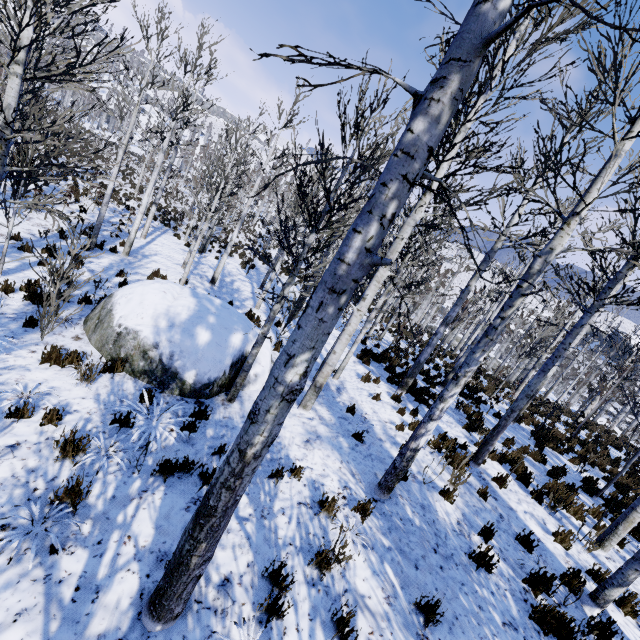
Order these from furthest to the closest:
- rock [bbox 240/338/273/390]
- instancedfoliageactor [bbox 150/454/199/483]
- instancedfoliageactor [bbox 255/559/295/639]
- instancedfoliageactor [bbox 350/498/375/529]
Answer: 1. rock [bbox 240/338/273/390]
2. instancedfoliageactor [bbox 350/498/375/529]
3. instancedfoliageactor [bbox 150/454/199/483]
4. instancedfoliageactor [bbox 255/559/295/639]

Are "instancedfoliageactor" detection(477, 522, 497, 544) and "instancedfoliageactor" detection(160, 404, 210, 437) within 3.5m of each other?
no

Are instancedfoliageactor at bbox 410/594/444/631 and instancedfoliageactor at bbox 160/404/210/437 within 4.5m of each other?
yes

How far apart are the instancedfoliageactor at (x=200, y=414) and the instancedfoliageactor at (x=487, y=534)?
5.16m

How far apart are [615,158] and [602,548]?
7.44m

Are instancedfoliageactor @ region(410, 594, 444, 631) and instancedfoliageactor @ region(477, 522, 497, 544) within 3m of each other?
yes

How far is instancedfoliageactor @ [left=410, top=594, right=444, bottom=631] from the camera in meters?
3.6

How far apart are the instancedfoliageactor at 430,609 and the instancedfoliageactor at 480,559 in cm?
146
